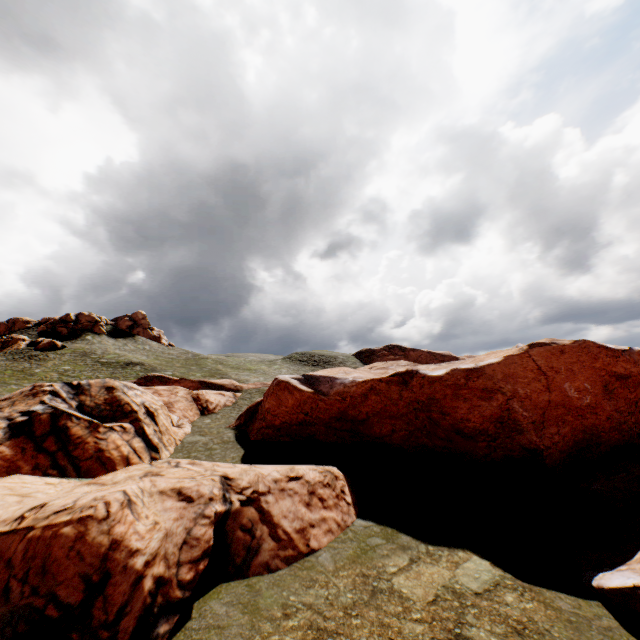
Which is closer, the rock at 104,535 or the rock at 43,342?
the rock at 104,535

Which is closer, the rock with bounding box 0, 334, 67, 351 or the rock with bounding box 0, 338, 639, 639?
the rock with bounding box 0, 338, 639, 639

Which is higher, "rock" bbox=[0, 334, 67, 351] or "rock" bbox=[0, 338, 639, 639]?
"rock" bbox=[0, 334, 67, 351]

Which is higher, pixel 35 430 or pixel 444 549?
pixel 35 430

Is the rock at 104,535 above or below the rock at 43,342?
below
